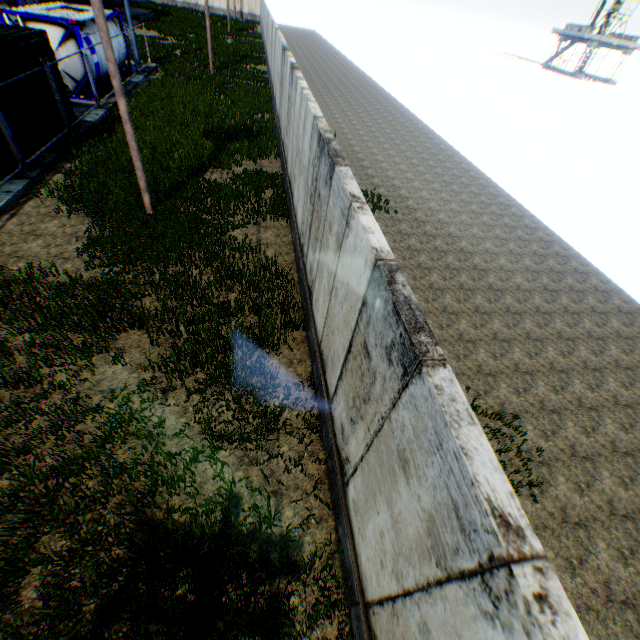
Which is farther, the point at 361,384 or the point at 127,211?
the point at 127,211

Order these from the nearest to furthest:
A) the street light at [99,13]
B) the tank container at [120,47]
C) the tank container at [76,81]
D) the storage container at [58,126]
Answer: the street light at [99,13]
the storage container at [58,126]
the tank container at [76,81]
the tank container at [120,47]

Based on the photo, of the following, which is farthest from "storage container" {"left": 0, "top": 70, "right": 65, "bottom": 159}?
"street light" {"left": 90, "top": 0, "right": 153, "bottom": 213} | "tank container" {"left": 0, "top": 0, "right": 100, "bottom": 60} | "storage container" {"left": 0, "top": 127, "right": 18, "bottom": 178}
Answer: "street light" {"left": 90, "top": 0, "right": 153, "bottom": 213}

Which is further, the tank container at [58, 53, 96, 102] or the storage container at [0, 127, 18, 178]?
the tank container at [58, 53, 96, 102]

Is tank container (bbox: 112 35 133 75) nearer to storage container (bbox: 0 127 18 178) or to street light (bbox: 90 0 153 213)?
storage container (bbox: 0 127 18 178)

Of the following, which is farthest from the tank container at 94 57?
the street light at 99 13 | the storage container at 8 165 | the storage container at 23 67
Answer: the street light at 99 13

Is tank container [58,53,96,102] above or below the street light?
below

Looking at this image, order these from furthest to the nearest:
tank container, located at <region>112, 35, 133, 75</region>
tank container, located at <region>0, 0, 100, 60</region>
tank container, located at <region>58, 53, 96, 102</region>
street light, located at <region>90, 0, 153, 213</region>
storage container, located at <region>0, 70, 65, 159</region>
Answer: tank container, located at <region>112, 35, 133, 75</region> < tank container, located at <region>58, 53, 96, 102</region> < tank container, located at <region>0, 0, 100, 60</region> < storage container, located at <region>0, 70, 65, 159</region> < street light, located at <region>90, 0, 153, 213</region>
